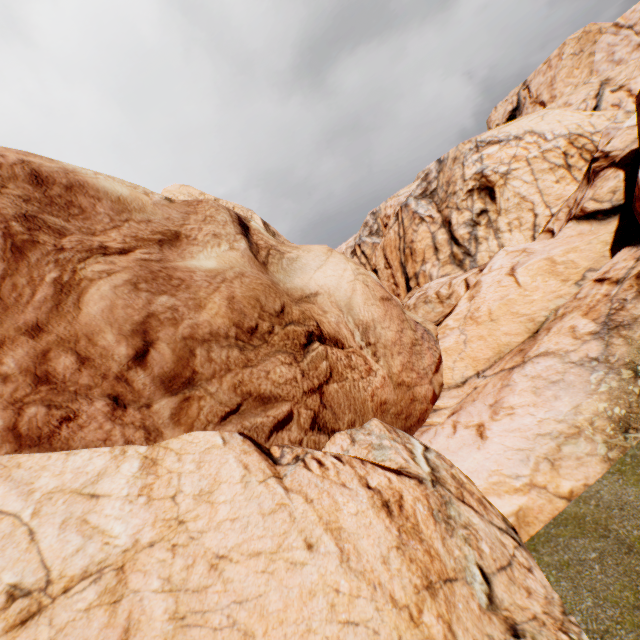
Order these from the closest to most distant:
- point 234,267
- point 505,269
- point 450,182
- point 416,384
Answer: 1. point 234,267
2. point 416,384
3. point 505,269
4. point 450,182
